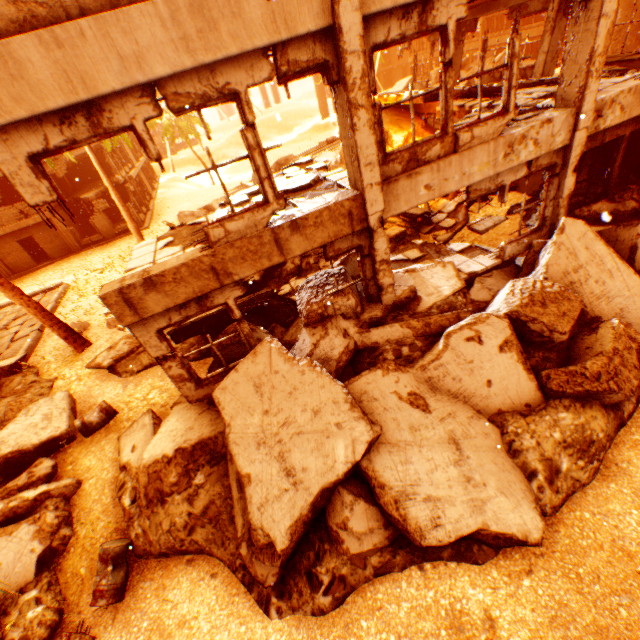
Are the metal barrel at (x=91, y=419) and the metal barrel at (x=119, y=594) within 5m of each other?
yes

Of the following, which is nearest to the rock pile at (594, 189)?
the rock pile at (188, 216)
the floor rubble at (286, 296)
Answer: the floor rubble at (286, 296)

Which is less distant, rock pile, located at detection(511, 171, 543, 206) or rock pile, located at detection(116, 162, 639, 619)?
rock pile, located at detection(116, 162, 639, 619)

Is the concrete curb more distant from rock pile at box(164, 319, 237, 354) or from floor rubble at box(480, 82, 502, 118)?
floor rubble at box(480, 82, 502, 118)

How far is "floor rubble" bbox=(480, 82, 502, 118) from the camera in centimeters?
848cm

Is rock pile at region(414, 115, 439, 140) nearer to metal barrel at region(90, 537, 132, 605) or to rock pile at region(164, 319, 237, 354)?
rock pile at region(164, 319, 237, 354)

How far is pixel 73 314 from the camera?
15.0 meters

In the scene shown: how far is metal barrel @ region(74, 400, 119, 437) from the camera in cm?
809
